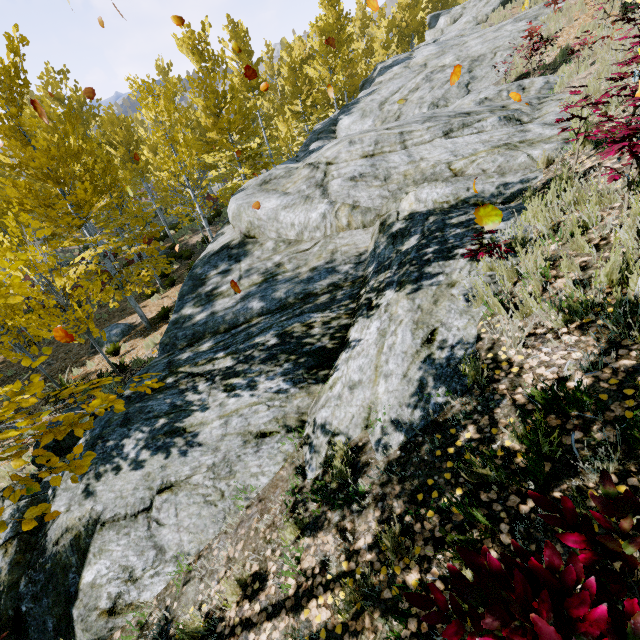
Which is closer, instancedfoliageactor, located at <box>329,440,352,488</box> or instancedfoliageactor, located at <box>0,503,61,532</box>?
instancedfoliageactor, located at <box>0,503,61,532</box>

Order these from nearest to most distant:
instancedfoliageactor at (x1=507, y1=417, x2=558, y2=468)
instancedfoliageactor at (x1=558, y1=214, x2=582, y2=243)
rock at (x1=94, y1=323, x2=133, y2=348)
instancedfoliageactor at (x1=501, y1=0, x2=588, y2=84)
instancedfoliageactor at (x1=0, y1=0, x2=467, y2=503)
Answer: instancedfoliageactor at (x1=507, y1=417, x2=558, y2=468), instancedfoliageactor at (x1=558, y1=214, x2=582, y2=243), instancedfoliageactor at (x1=0, y1=0, x2=467, y2=503), instancedfoliageactor at (x1=501, y1=0, x2=588, y2=84), rock at (x1=94, y1=323, x2=133, y2=348)

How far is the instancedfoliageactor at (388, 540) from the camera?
2.2 meters

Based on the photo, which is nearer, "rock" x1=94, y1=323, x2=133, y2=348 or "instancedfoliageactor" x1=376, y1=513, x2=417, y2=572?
"instancedfoliageactor" x1=376, y1=513, x2=417, y2=572

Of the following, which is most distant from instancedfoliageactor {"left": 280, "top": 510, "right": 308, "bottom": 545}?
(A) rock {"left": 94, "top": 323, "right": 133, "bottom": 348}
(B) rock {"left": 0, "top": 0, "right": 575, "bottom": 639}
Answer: (A) rock {"left": 94, "top": 323, "right": 133, "bottom": 348}

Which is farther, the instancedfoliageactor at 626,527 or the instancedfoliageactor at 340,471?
the instancedfoliageactor at 340,471

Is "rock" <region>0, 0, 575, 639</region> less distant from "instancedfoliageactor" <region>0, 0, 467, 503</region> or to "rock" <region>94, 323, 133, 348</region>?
"instancedfoliageactor" <region>0, 0, 467, 503</region>

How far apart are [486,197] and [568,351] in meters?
3.8
